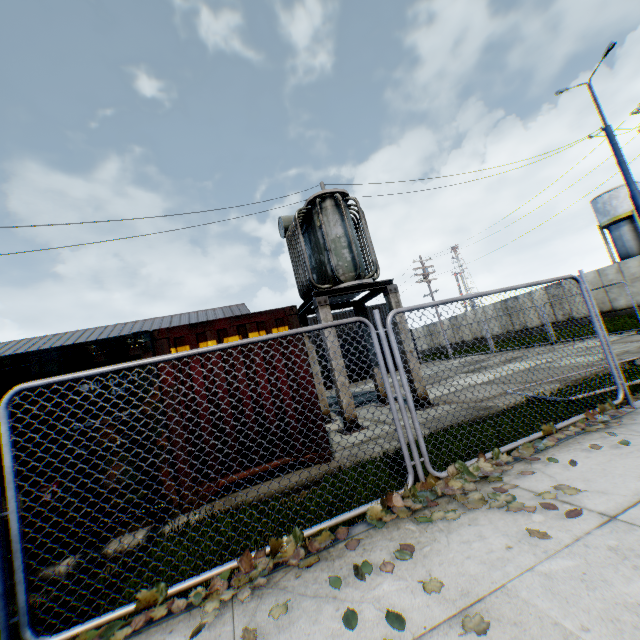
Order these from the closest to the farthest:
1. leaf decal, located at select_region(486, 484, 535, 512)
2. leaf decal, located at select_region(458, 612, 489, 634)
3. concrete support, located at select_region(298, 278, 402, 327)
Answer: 1. leaf decal, located at select_region(458, 612, 489, 634)
2. leaf decal, located at select_region(486, 484, 535, 512)
3. concrete support, located at select_region(298, 278, 402, 327)

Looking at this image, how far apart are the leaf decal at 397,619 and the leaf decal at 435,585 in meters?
0.3 m

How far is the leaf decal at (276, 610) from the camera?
2.3m

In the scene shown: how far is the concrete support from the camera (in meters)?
8.31

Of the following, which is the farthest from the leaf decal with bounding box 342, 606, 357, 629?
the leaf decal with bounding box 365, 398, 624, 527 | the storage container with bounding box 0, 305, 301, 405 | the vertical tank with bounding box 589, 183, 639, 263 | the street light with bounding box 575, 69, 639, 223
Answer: the vertical tank with bounding box 589, 183, 639, 263

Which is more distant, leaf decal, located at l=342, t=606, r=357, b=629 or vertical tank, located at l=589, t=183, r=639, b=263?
vertical tank, located at l=589, t=183, r=639, b=263

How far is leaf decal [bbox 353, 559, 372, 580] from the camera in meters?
2.5 m

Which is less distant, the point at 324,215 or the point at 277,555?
the point at 277,555
